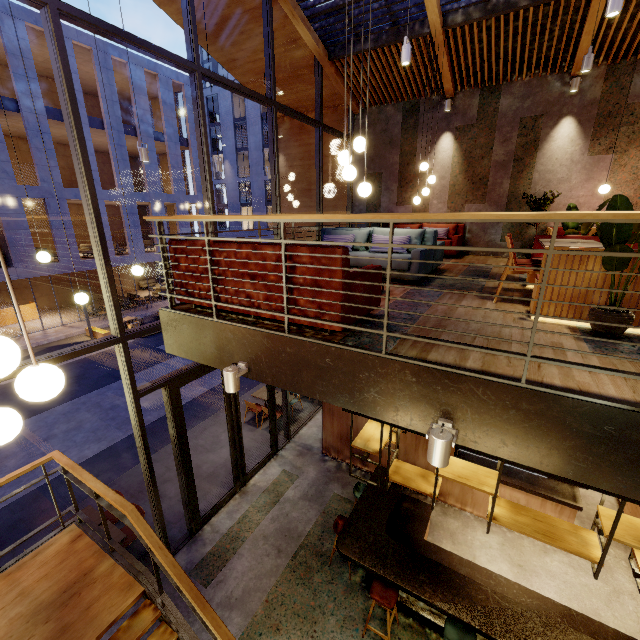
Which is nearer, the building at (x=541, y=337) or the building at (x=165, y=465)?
the building at (x=541, y=337)

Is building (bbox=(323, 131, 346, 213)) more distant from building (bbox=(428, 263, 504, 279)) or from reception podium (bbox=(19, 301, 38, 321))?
reception podium (bbox=(19, 301, 38, 321))

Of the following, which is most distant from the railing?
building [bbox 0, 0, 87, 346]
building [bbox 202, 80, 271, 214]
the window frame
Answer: building [bbox 202, 80, 271, 214]

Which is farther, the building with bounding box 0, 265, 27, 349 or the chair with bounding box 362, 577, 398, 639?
the building with bounding box 0, 265, 27, 349

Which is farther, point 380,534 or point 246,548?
point 246,548

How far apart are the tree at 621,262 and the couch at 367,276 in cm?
201

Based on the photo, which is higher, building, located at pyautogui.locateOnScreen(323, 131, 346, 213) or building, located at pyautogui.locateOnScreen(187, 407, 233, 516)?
building, located at pyautogui.locateOnScreen(323, 131, 346, 213)

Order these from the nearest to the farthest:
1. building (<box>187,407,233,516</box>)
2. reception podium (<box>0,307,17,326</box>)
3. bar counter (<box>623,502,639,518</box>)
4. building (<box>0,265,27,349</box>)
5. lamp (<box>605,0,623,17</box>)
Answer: lamp (<box>605,0,623,17</box>) < bar counter (<box>623,502,639,518</box>) < building (<box>187,407,233,516</box>) < building (<box>0,265,27,349</box>) < reception podium (<box>0,307,17,326</box>)
